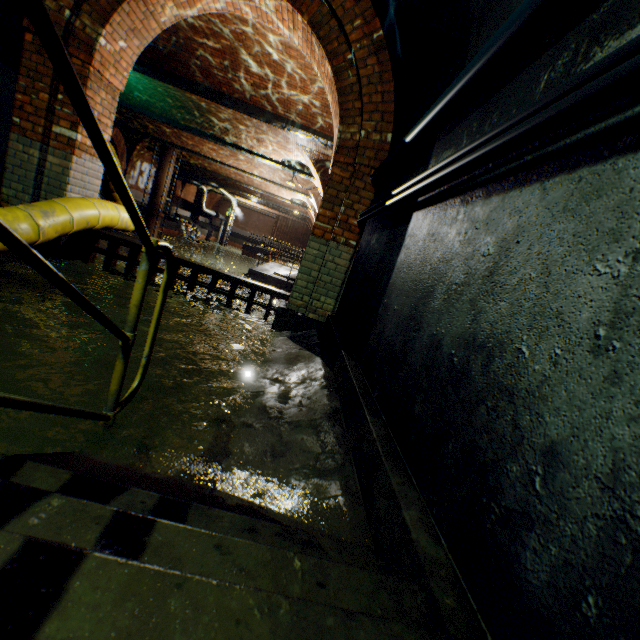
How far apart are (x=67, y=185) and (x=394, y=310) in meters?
4.6

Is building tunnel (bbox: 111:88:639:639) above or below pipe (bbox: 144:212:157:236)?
above

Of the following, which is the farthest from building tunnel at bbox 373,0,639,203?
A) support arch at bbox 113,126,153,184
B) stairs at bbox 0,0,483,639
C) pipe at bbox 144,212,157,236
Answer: support arch at bbox 113,126,153,184

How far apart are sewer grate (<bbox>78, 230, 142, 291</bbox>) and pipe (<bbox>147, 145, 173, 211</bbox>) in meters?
18.0 m

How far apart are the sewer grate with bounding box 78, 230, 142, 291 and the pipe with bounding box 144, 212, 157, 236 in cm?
1799

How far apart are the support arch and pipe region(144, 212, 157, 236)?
3.8m

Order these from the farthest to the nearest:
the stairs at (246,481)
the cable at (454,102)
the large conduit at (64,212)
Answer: the large conduit at (64,212) → the cable at (454,102) → the stairs at (246,481)

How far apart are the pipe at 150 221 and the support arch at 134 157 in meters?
3.8 m
